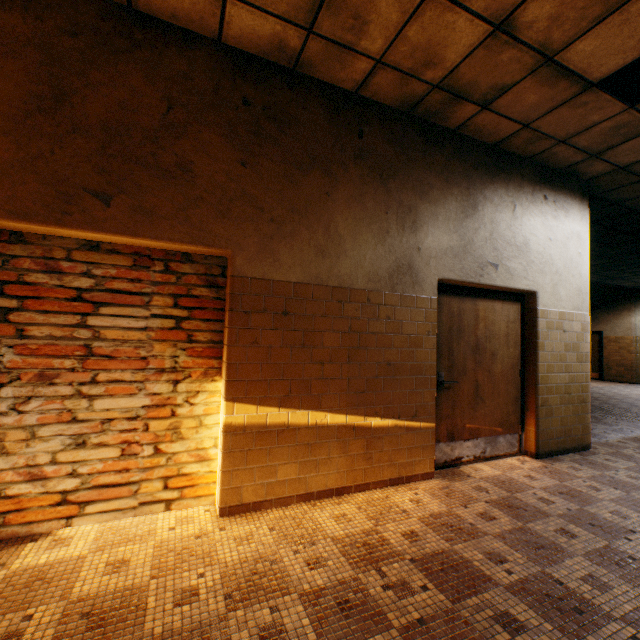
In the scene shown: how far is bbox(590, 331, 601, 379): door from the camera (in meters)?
14.48

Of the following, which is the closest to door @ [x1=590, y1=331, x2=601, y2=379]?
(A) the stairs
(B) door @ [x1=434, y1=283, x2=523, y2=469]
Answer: (A) the stairs

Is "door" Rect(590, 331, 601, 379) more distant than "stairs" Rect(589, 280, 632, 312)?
Yes

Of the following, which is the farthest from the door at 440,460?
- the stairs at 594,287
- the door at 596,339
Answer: the door at 596,339

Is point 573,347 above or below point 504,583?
above

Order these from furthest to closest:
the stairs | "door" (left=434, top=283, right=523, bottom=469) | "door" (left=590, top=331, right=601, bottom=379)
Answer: "door" (left=590, top=331, right=601, bottom=379), the stairs, "door" (left=434, top=283, right=523, bottom=469)

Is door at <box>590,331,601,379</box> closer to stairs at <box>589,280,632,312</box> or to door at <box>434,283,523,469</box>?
stairs at <box>589,280,632,312</box>
